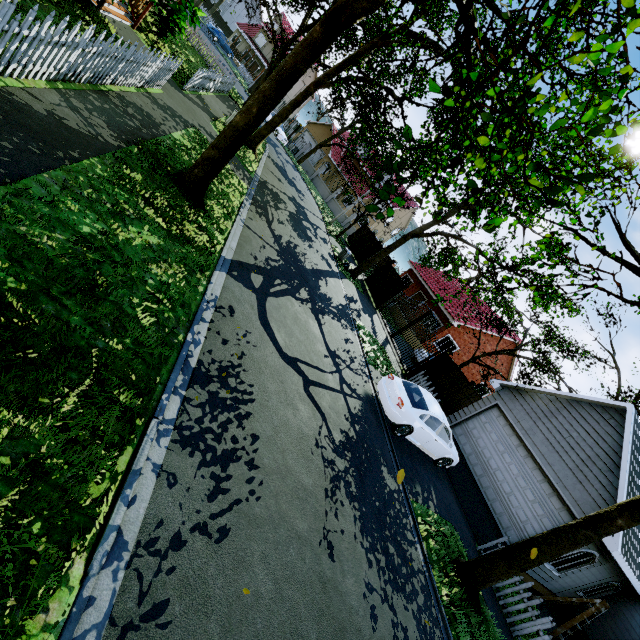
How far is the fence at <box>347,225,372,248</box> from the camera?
30.15m

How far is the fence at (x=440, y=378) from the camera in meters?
16.0 m

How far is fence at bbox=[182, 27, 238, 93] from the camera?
13.6m

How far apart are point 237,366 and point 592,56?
5.9m

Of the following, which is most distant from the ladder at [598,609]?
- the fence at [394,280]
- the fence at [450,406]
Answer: the fence at [394,280]

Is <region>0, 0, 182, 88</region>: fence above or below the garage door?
below

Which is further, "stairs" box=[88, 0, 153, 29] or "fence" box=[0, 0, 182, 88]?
"stairs" box=[88, 0, 153, 29]
